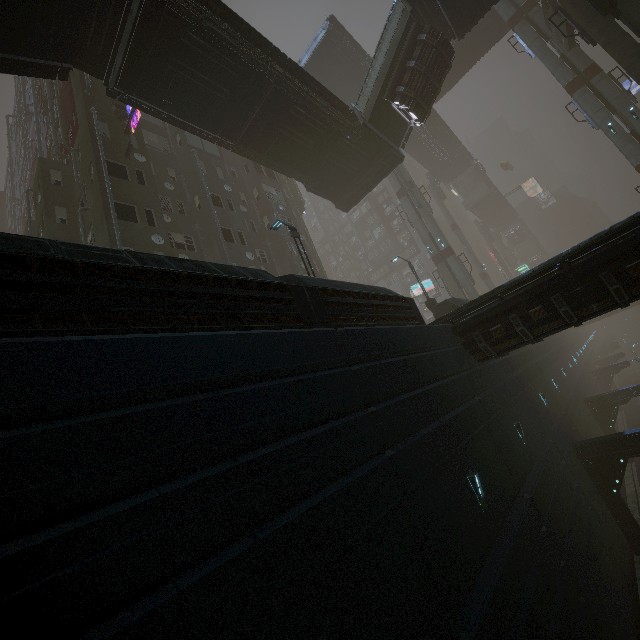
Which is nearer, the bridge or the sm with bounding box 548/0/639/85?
the sm with bounding box 548/0/639/85

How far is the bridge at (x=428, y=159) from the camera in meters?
44.6

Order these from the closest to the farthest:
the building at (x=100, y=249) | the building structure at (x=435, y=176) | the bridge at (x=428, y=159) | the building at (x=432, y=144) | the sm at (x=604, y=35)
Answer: the building at (x=100, y=249), the sm at (x=604, y=35), the building at (x=432, y=144), the bridge at (x=428, y=159), the building structure at (x=435, y=176)

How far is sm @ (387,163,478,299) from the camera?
32.0m

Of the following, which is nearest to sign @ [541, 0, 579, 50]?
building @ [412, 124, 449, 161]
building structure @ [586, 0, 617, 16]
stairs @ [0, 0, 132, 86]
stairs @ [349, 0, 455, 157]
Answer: building structure @ [586, 0, 617, 16]

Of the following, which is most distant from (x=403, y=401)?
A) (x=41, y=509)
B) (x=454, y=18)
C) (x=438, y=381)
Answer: (x=454, y=18)

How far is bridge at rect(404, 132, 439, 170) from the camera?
44.6m

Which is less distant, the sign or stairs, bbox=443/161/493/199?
the sign
